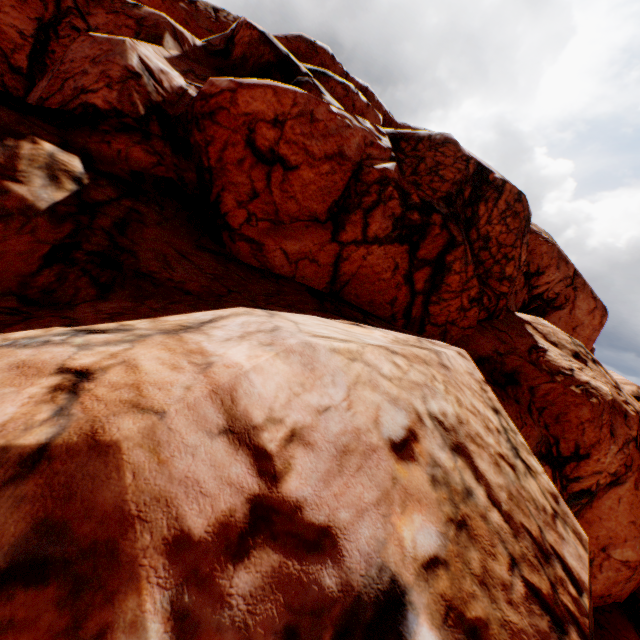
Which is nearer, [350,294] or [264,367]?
[264,367]
